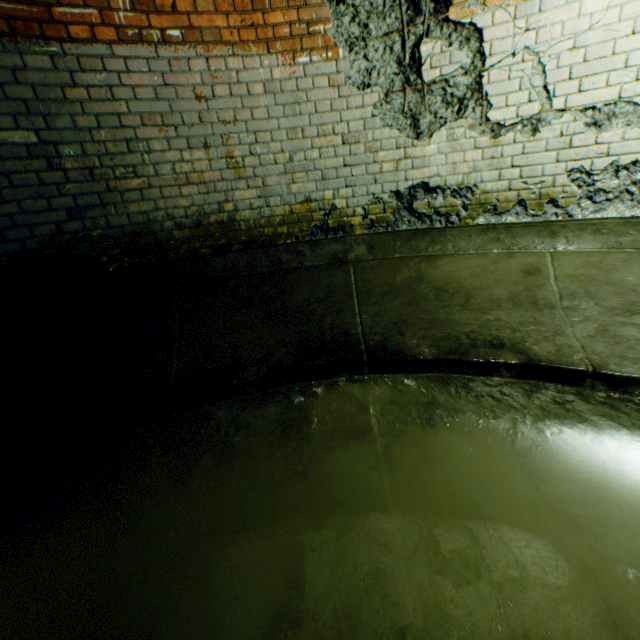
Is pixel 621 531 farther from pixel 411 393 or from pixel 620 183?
pixel 620 183
